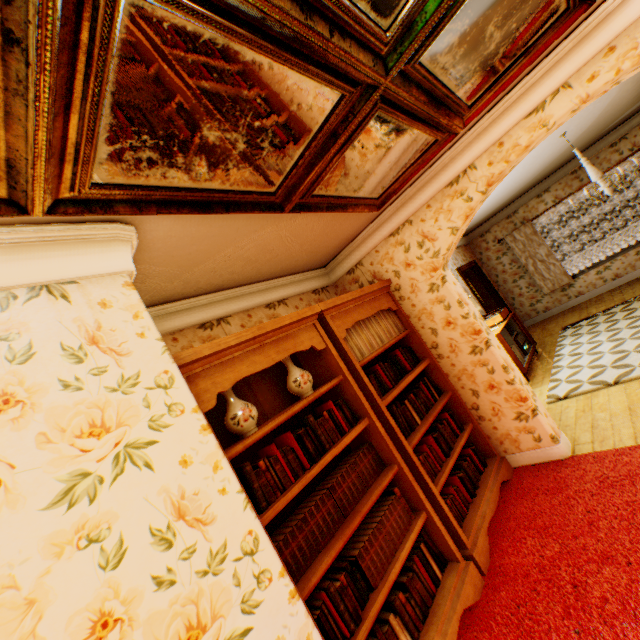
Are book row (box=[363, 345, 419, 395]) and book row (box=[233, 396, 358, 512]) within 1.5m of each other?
yes

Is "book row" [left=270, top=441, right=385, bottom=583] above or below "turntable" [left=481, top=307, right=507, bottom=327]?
above

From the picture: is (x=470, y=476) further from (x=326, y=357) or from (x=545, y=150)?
(x=545, y=150)

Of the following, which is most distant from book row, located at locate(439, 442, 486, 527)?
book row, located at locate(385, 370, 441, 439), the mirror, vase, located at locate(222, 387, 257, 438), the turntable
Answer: the turntable

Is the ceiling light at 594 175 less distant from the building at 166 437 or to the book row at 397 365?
the building at 166 437

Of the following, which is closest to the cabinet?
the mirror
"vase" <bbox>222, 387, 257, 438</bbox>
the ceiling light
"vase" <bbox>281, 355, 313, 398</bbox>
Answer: the ceiling light

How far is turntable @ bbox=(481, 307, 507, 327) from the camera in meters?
6.4

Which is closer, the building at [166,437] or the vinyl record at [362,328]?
the building at [166,437]
